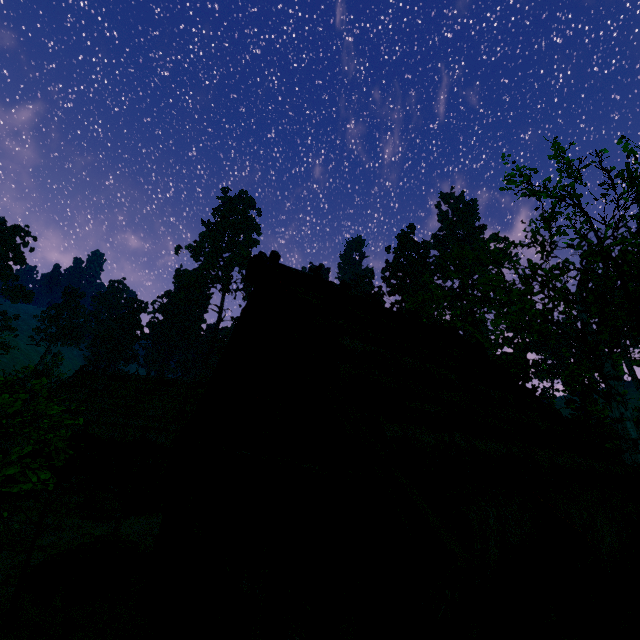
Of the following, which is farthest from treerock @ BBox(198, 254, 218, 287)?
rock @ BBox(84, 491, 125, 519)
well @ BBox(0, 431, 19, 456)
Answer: well @ BBox(0, 431, 19, 456)

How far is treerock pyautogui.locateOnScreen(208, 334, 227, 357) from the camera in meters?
56.1

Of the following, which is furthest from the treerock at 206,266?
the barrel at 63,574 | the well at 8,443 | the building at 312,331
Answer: the well at 8,443

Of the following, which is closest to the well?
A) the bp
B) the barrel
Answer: the barrel

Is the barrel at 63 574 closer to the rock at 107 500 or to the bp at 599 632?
the rock at 107 500

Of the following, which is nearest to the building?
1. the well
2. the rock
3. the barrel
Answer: the barrel

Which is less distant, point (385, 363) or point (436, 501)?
point (436, 501)

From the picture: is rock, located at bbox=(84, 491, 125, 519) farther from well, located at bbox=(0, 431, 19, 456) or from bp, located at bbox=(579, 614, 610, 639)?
bp, located at bbox=(579, 614, 610, 639)
